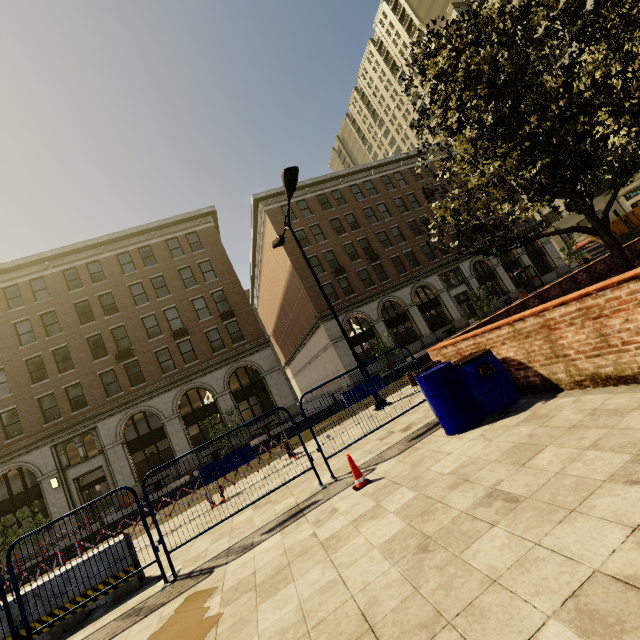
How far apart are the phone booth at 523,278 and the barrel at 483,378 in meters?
34.0

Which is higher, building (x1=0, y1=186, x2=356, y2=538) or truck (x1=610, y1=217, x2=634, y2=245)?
building (x1=0, y1=186, x2=356, y2=538)

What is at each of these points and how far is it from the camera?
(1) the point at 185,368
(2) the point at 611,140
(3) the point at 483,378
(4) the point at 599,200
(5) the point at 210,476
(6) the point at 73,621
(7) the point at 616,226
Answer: (1) building, 25.2m
(2) tree, 5.8m
(3) barrel, 5.0m
(4) building, 43.5m
(5) fence, 5.5m
(6) cement barricade, 5.1m
(7) truck, 36.4m

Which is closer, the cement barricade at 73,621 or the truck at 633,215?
the cement barricade at 73,621

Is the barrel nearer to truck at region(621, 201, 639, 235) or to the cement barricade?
the cement barricade

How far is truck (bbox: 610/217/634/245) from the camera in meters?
35.8

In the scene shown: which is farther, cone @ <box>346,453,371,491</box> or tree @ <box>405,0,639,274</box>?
tree @ <box>405,0,639,274</box>

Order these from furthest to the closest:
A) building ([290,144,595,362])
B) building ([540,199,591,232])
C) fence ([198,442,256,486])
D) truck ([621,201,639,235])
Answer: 1. building ([540,199,591,232])
2. truck ([621,201,639,235])
3. building ([290,144,595,362])
4. fence ([198,442,256,486])
